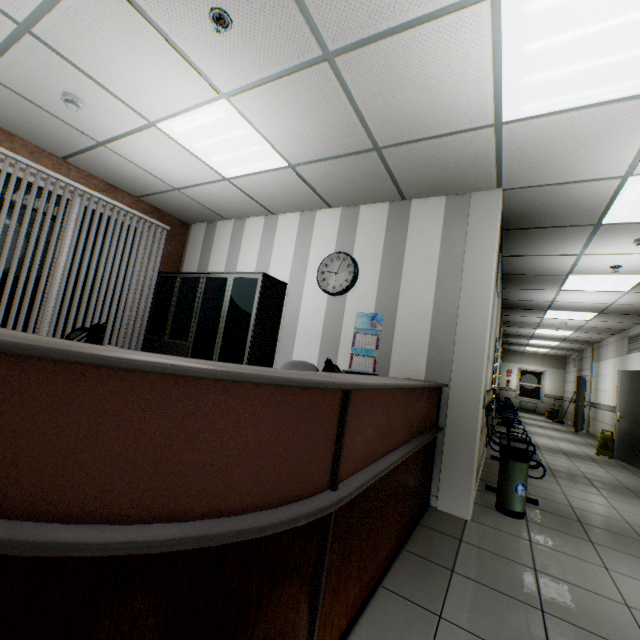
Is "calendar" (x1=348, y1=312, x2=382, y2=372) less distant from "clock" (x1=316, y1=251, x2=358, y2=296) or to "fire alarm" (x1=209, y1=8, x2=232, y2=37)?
"clock" (x1=316, y1=251, x2=358, y2=296)

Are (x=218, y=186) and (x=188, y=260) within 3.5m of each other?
yes

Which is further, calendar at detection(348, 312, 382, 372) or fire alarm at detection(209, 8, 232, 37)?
calendar at detection(348, 312, 382, 372)

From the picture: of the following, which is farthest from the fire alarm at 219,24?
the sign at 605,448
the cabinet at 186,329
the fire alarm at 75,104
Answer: the sign at 605,448

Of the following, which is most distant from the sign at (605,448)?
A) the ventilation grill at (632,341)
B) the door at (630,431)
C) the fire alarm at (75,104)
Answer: the fire alarm at (75,104)

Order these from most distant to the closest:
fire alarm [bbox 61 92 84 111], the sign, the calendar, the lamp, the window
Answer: the window → the sign → the calendar → fire alarm [bbox 61 92 84 111] → the lamp

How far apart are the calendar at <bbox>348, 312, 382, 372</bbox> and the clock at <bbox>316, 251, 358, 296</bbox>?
0.3m

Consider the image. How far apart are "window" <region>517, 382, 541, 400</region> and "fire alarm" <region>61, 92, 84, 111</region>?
21.1 meters
